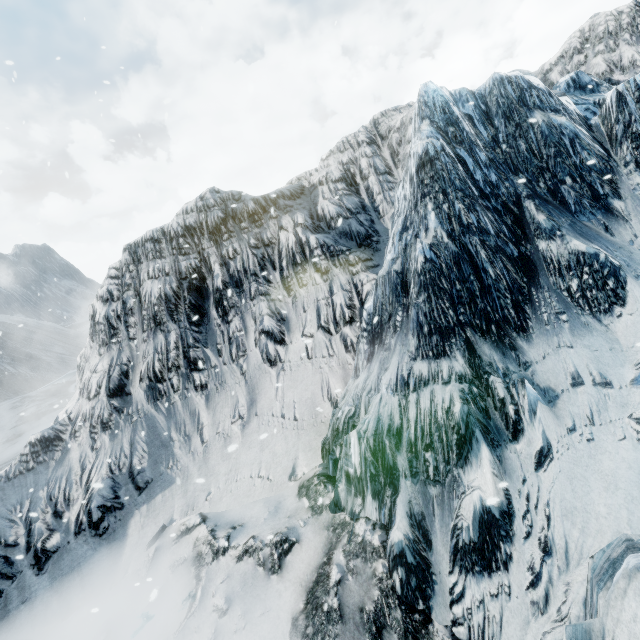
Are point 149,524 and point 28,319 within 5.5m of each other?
no
